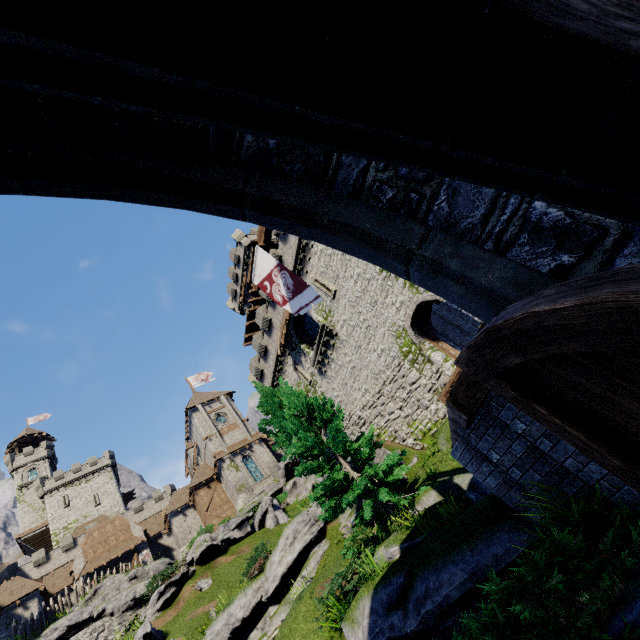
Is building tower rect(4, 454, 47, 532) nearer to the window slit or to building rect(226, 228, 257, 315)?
building rect(226, 228, 257, 315)

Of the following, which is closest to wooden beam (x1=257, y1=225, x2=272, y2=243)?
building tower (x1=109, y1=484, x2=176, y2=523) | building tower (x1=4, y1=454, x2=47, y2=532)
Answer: building tower (x1=109, y1=484, x2=176, y2=523)

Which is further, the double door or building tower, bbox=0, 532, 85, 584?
building tower, bbox=0, 532, 85, 584

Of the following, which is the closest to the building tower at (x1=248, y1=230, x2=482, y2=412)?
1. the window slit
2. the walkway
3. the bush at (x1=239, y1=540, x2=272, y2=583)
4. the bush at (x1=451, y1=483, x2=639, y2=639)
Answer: the window slit

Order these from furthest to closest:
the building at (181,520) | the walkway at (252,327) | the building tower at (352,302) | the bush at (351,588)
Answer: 1. the walkway at (252,327)
2. the building at (181,520)
3. the building tower at (352,302)
4. the bush at (351,588)

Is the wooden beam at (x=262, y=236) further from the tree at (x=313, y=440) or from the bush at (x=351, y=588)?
the bush at (x=351, y=588)

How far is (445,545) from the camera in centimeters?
664cm

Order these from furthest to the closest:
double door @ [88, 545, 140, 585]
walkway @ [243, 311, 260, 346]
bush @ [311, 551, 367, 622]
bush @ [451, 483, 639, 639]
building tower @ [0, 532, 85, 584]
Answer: building tower @ [0, 532, 85, 584]
walkway @ [243, 311, 260, 346]
double door @ [88, 545, 140, 585]
bush @ [311, 551, 367, 622]
bush @ [451, 483, 639, 639]
